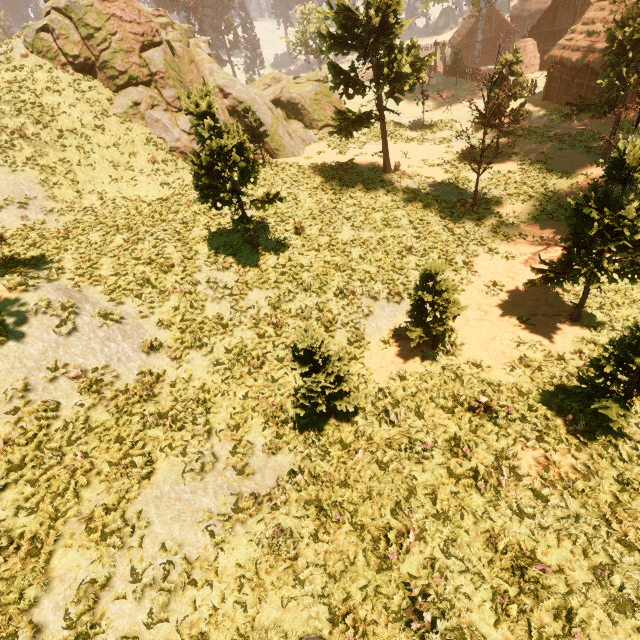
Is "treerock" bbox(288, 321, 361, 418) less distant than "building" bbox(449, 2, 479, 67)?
Yes

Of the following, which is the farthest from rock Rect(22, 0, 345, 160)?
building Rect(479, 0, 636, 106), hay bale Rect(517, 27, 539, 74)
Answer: hay bale Rect(517, 27, 539, 74)

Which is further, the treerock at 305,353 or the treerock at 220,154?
the treerock at 220,154

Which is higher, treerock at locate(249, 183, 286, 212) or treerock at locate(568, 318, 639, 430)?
treerock at locate(249, 183, 286, 212)

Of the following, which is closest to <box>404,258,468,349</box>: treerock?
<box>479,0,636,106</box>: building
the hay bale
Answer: <box>479,0,636,106</box>: building

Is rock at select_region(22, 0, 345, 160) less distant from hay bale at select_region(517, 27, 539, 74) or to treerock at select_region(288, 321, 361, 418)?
treerock at select_region(288, 321, 361, 418)

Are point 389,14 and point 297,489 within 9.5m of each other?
no

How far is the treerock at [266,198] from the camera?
12.8m
